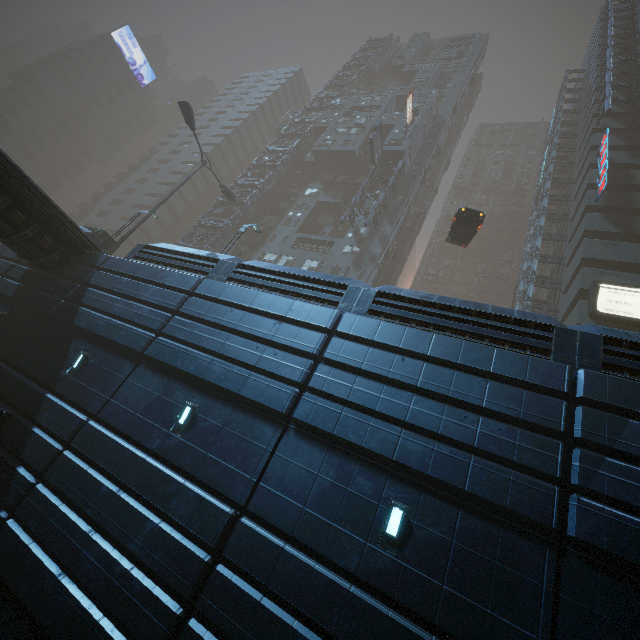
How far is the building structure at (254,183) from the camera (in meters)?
36.06

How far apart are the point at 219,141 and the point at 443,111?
37.31m

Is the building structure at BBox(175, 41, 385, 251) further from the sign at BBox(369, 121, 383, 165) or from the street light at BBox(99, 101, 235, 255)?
the sign at BBox(369, 121, 383, 165)

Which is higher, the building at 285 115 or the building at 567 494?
the building at 285 115

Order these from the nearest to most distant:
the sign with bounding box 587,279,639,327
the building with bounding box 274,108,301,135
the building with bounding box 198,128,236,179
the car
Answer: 1. the sign with bounding box 587,279,639,327
2. the car
3. the building with bounding box 274,108,301,135
4. the building with bounding box 198,128,236,179

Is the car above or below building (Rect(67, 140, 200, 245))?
below

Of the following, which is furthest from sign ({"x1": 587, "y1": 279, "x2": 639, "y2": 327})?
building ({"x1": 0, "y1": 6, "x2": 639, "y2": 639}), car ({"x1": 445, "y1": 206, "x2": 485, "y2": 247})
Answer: car ({"x1": 445, "y1": 206, "x2": 485, "y2": 247})

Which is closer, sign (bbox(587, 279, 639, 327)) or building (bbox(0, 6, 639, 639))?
building (bbox(0, 6, 639, 639))
